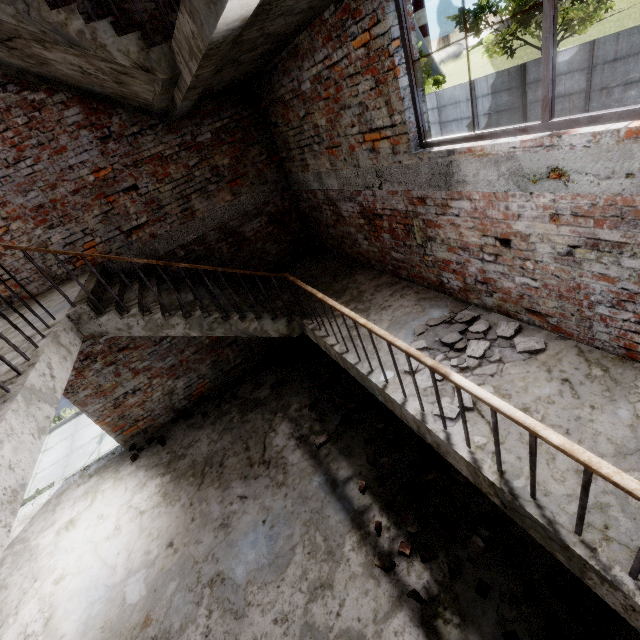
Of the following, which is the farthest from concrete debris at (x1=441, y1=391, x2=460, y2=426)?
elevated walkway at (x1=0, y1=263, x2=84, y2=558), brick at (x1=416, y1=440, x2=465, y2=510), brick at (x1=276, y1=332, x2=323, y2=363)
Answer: brick at (x1=276, y1=332, x2=323, y2=363)

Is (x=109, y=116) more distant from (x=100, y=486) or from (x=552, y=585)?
(x=552, y=585)

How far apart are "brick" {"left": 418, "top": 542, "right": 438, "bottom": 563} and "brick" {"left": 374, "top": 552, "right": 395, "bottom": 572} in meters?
0.2 m

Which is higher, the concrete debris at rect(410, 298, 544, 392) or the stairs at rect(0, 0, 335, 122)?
the stairs at rect(0, 0, 335, 122)

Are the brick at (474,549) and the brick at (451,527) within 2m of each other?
yes

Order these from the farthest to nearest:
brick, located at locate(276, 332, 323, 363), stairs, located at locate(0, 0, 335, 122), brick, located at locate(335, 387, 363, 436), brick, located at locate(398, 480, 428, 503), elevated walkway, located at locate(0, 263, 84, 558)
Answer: brick, located at locate(276, 332, 323, 363) < brick, located at locate(335, 387, 363, 436) < brick, located at locate(398, 480, 428, 503) < stairs, located at locate(0, 0, 335, 122) < elevated walkway, located at locate(0, 263, 84, 558)

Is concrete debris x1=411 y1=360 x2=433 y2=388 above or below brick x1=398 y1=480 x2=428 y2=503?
above

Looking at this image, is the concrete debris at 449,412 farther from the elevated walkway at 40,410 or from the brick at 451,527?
the elevated walkway at 40,410
